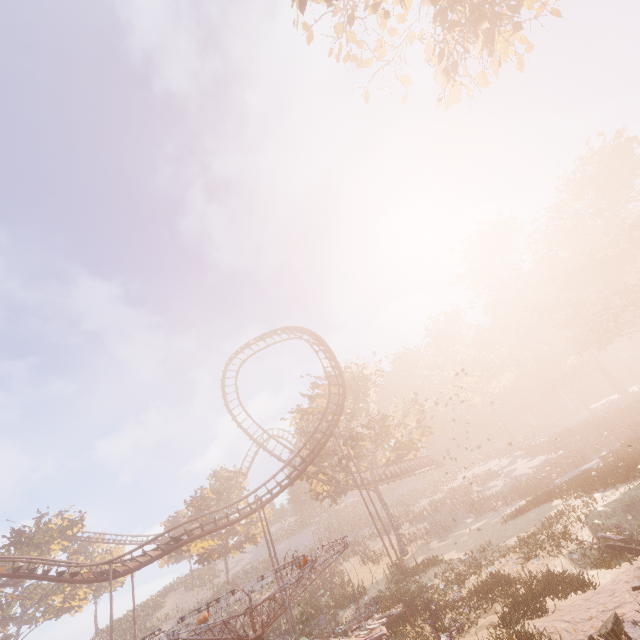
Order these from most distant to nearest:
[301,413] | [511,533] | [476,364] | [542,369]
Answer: [542,369] → [476,364] → [301,413] → [511,533]

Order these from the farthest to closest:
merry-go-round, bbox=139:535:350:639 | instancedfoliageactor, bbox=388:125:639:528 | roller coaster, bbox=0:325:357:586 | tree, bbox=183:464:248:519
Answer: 1. tree, bbox=183:464:248:519
2. instancedfoliageactor, bbox=388:125:639:528
3. roller coaster, bbox=0:325:357:586
4. merry-go-round, bbox=139:535:350:639

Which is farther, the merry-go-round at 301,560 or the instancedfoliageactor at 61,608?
the instancedfoliageactor at 61,608

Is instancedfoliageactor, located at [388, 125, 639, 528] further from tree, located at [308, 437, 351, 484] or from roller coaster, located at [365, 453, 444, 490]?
roller coaster, located at [365, 453, 444, 490]

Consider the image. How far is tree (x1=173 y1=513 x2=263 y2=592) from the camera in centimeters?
3712cm

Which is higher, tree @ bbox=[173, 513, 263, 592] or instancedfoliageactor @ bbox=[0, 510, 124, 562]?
instancedfoliageactor @ bbox=[0, 510, 124, 562]

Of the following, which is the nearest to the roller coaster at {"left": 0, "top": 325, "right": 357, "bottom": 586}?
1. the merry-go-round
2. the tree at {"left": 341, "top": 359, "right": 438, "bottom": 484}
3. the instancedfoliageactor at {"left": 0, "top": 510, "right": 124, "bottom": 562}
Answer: the tree at {"left": 341, "top": 359, "right": 438, "bottom": 484}

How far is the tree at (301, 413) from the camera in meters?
35.3 m
